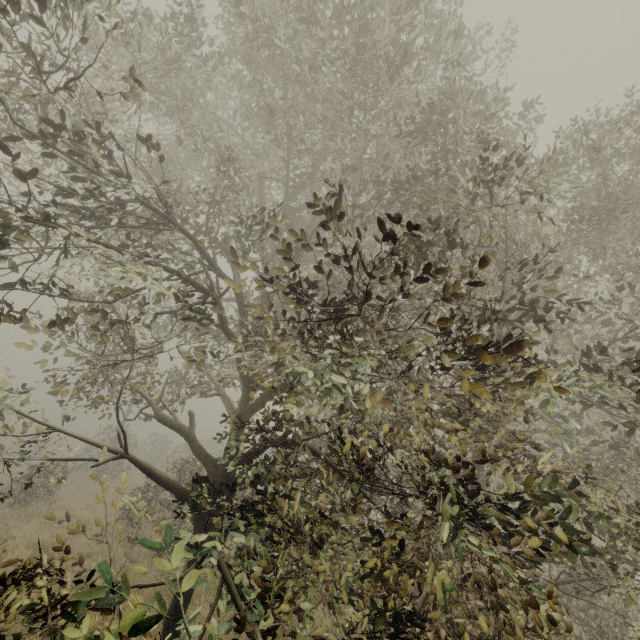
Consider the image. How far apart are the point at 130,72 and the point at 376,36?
4.4m
